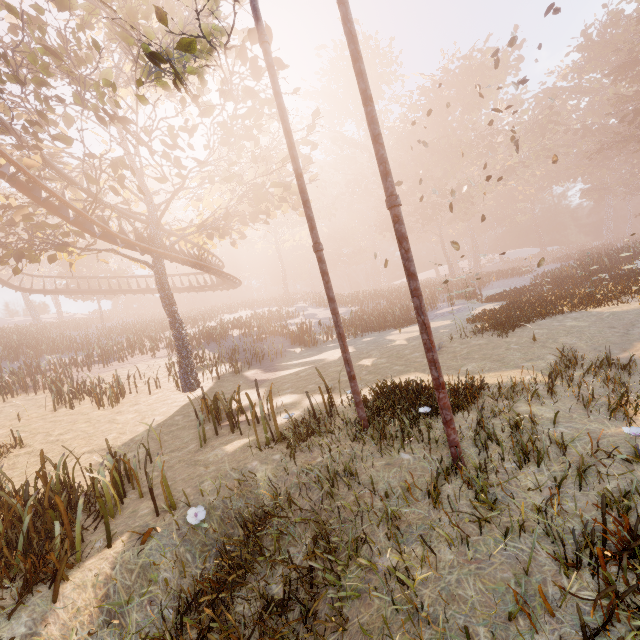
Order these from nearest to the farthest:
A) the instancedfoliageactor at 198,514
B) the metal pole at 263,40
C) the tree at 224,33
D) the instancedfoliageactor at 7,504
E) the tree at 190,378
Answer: the instancedfoliageactor at 7,504
the instancedfoliageactor at 198,514
the metal pole at 263,40
the tree at 224,33
the tree at 190,378

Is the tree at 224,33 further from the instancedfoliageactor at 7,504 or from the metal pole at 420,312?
the instancedfoliageactor at 7,504

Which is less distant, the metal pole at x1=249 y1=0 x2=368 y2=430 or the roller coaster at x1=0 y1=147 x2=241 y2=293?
the metal pole at x1=249 y1=0 x2=368 y2=430

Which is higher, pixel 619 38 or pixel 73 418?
pixel 619 38

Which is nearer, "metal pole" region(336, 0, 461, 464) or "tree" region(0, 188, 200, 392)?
"metal pole" region(336, 0, 461, 464)

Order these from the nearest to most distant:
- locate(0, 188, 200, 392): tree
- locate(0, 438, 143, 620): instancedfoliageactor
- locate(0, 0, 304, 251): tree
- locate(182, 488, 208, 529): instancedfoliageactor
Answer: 1. locate(0, 438, 143, 620): instancedfoliageactor
2. locate(182, 488, 208, 529): instancedfoliageactor
3. locate(0, 0, 304, 251): tree
4. locate(0, 188, 200, 392): tree

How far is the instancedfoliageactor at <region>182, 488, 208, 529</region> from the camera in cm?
480

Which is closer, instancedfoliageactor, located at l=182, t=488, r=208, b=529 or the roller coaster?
instancedfoliageactor, located at l=182, t=488, r=208, b=529
